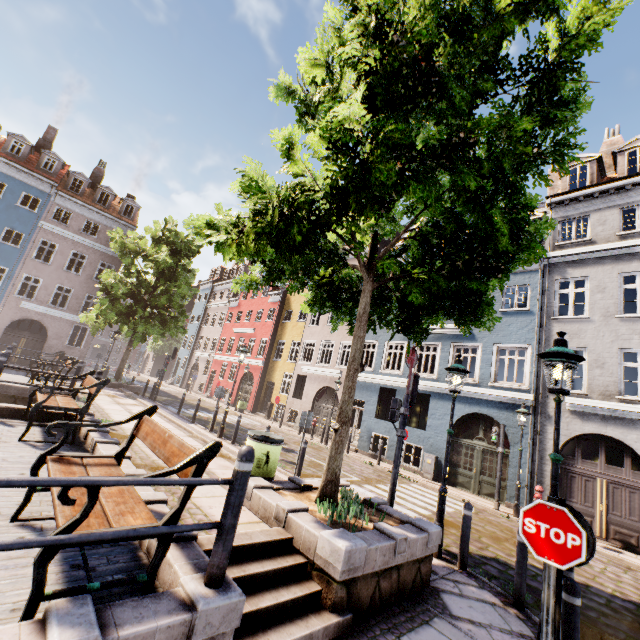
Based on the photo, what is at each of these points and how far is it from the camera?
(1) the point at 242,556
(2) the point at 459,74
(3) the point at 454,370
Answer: (1) stairs, 3.7 meters
(2) tree, 4.1 meters
(3) street light, 6.9 meters

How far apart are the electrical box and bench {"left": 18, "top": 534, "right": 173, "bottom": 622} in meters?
13.5

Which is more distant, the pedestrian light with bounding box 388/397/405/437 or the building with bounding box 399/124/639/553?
the building with bounding box 399/124/639/553

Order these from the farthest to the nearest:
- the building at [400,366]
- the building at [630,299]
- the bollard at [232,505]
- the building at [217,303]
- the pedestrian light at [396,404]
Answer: the building at [217,303] → the building at [400,366] → the building at [630,299] → the pedestrian light at [396,404] → the bollard at [232,505]

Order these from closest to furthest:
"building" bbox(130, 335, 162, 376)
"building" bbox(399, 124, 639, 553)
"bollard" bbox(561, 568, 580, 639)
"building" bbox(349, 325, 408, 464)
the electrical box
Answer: "bollard" bbox(561, 568, 580, 639) → "building" bbox(399, 124, 639, 553) → the electrical box → "building" bbox(349, 325, 408, 464) → "building" bbox(130, 335, 162, 376)

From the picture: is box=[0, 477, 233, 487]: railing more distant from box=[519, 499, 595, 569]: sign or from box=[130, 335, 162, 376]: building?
box=[130, 335, 162, 376]: building

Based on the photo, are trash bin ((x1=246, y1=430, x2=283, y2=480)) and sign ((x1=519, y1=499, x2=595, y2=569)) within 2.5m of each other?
no

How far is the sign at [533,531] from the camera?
2.8 meters
